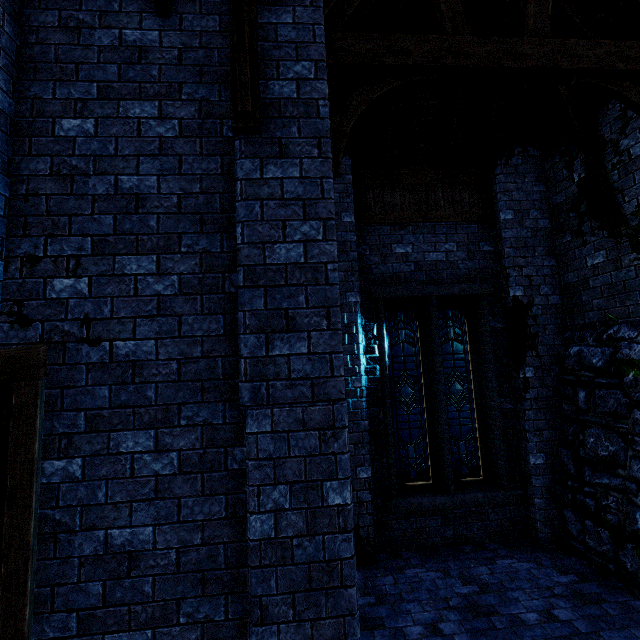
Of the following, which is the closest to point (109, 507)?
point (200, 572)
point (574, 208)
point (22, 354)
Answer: point (200, 572)

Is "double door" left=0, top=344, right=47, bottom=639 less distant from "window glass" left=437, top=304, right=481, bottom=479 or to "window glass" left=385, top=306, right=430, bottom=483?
"window glass" left=385, top=306, right=430, bottom=483

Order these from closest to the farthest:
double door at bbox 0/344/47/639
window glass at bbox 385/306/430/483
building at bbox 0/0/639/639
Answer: double door at bbox 0/344/47/639
building at bbox 0/0/639/639
window glass at bbox 385/306/430/483

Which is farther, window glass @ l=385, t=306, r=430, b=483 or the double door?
window glass @ l=385, t=306, r=430, b=483

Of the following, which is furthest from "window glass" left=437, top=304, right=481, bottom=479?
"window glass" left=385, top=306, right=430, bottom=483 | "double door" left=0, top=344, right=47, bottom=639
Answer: "double door" left=0, top=344, right=47, bottom=639

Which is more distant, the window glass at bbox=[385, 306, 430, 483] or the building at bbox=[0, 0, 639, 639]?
the window glass at bbox=[385, 306, 430, 483]

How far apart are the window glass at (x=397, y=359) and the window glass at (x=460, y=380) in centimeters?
20cm

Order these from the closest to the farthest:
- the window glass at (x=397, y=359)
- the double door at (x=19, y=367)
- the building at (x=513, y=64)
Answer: the double door at (x=19, y=367) < the building at (x=513, y=64) < the window glass at (x=397, y=359)
